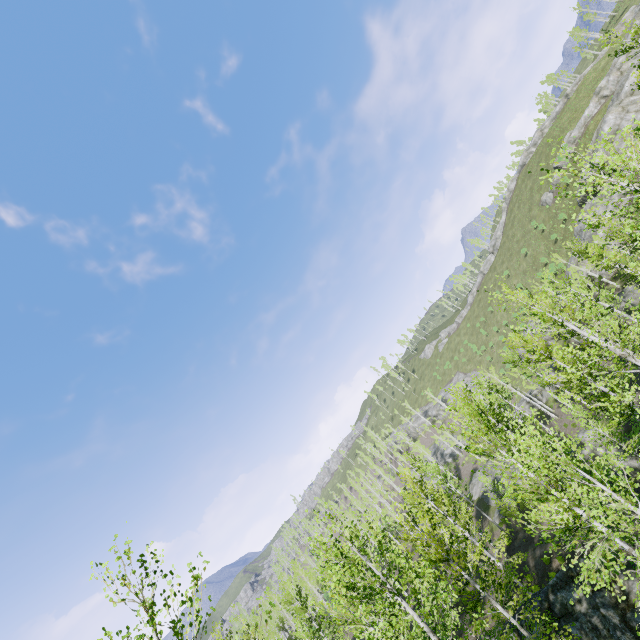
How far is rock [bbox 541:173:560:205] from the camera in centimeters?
5384cm

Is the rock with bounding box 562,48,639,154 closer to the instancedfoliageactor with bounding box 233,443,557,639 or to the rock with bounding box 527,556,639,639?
the instancedfoliageactor with bounding box 233,443,557,639

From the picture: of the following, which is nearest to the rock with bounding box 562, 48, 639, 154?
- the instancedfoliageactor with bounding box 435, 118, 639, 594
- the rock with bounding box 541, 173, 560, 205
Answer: the rock with bounding box 541, 173, 560, 205

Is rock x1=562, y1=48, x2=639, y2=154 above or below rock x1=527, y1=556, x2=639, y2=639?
above

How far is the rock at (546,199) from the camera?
53.84m

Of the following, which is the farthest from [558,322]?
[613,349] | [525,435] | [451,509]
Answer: [451,509]

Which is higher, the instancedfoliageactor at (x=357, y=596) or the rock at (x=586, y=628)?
the instancedfoliageactor at (x=357, y=596)

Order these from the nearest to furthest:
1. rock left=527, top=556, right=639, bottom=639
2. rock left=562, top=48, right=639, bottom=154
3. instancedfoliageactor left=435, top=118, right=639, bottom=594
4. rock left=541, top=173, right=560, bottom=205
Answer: instancedfoliageactor left=435, top=118, right=639, bottom=594 → rock left=527, top=556, right=639, bottom=639 → rock left=562, top=48, right=639, bottom=154 → rock left=541, top=173, right=560, bottom=205
